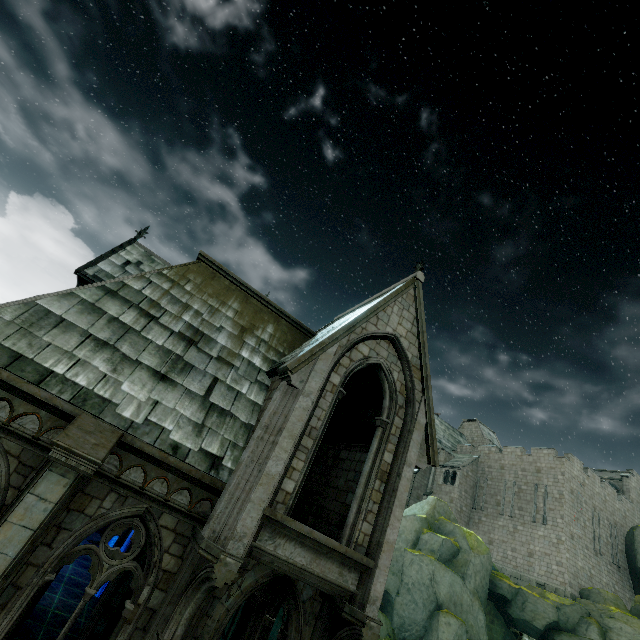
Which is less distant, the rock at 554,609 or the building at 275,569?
the building at 275,569

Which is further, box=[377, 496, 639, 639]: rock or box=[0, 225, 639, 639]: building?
Answer: box=[377, 496, 639, 639]: rock

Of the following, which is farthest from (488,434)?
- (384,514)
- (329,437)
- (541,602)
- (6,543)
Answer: (6,543)
